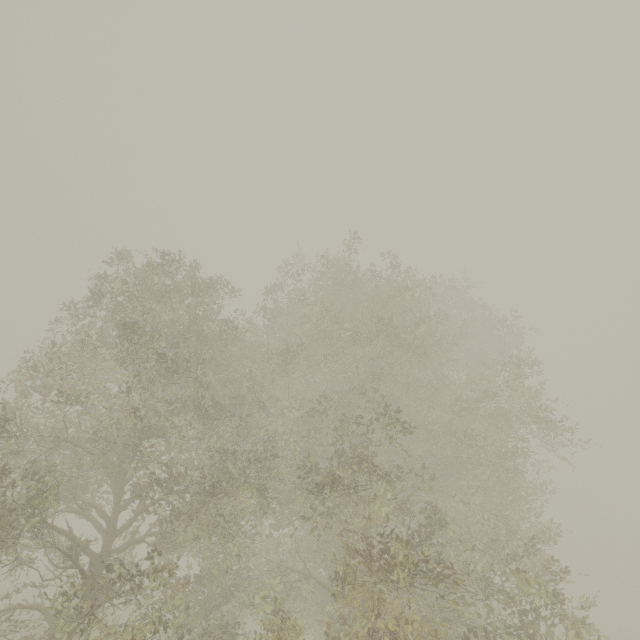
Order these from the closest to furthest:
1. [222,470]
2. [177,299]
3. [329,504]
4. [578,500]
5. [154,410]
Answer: [329,504] → [222,470] → [154,410] → [177,299] → [578,500]
